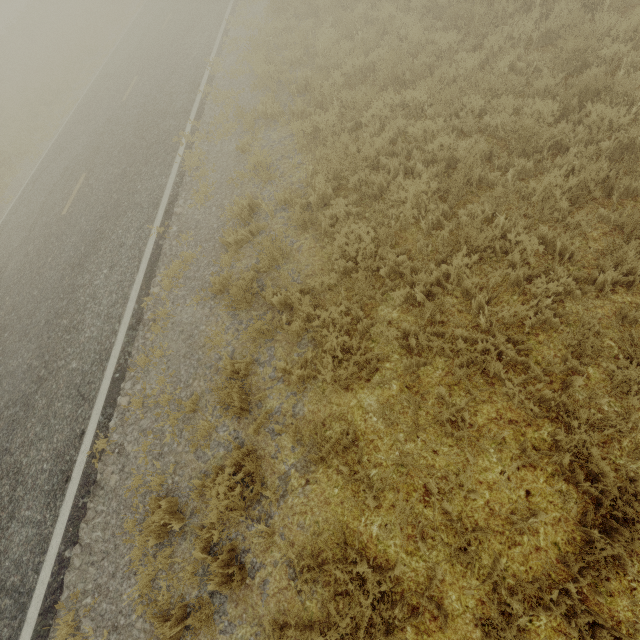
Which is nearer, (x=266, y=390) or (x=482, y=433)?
(x=482, y=433)
